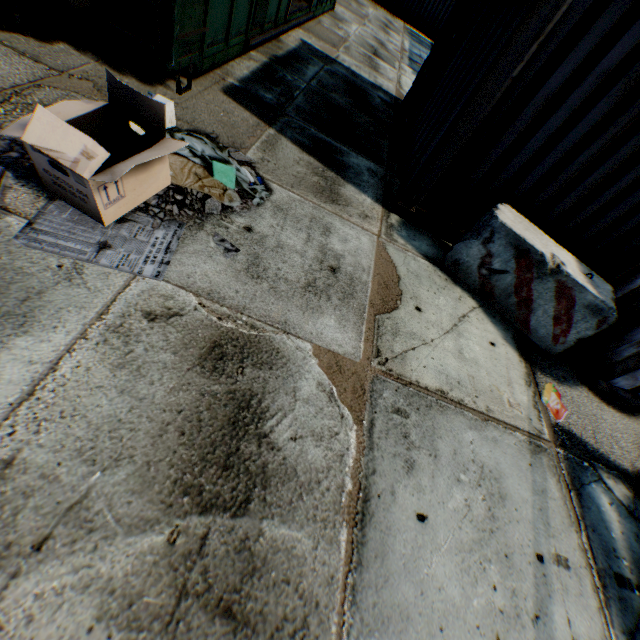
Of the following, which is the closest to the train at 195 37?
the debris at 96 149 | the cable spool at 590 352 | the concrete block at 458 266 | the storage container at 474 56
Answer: the debris at 96 149

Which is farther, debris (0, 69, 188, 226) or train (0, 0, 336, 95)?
train (0, 0, 336, 95)

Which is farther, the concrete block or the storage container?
the concrete block

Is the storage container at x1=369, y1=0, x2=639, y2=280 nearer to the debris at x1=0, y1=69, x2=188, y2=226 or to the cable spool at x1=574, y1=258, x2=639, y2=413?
the cable spool at x1=574, y1=258, x2=639, y2=413

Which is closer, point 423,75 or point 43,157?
point 43,157

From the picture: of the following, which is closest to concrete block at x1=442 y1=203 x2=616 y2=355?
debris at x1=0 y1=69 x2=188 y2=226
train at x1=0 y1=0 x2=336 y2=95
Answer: debris at x1=0 y1=69 x2=188 y2=226

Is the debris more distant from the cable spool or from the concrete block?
the cable spool

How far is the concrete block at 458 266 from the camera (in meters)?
3.58
